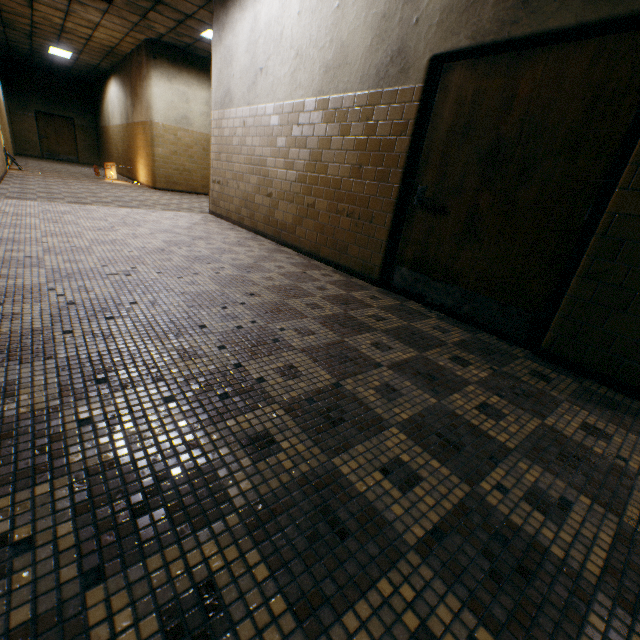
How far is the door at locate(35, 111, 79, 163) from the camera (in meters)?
16.67

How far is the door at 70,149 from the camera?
16.7 meters

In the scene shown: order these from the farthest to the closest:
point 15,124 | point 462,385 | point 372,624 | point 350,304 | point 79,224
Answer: point 15,124 < point 79,224 < point 350,304 < point 462,385 < point 372,624

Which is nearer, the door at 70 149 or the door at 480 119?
the door at 480 119

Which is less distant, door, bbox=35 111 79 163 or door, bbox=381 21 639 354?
door, bbox=381 21 639 354
